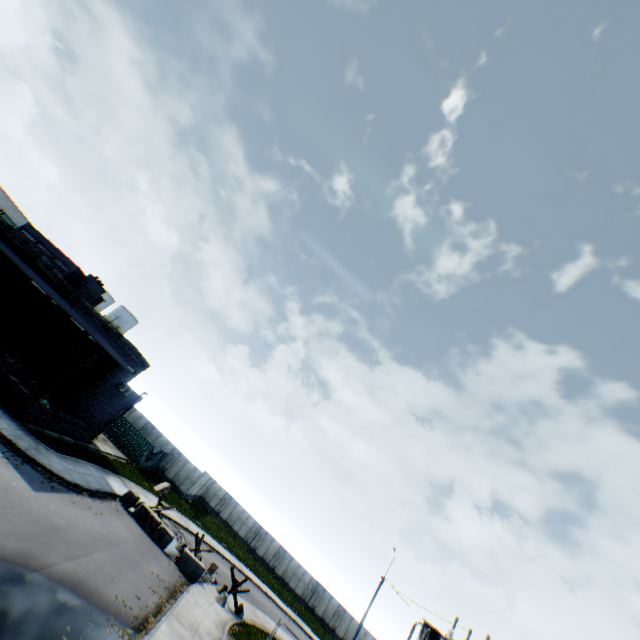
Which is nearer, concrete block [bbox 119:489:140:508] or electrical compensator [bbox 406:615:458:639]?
electrical compensator [bbox 406:615:458:639]

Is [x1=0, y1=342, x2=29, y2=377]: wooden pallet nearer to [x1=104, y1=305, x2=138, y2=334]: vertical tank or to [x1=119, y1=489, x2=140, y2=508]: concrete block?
[x1=119, y1=489, x2=140, y2=508]: concrete block

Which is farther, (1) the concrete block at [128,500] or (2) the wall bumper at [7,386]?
(1) the concrete block at [128,500]

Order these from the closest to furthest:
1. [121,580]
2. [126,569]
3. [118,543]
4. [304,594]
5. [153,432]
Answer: [121,580] → [126,569] → [118,543] → [153,432] → [304,594]

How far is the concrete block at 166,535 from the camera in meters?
20.2

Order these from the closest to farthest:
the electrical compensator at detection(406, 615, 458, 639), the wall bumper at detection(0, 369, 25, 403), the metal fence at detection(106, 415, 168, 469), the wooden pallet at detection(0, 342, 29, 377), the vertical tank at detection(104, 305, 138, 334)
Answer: the electrical compensator at detection(406, 615, 458, 639) → the wall bumper at detection(0, 369, 25, 403) → the wooden pallet at detection(0, 342, 29, 377) → the metal fence at detection(106, 415, 168, 469) → the vertical tank at detection(104, 305, 138, 334)

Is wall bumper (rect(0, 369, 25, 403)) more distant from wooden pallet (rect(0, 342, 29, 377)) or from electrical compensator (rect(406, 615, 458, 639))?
electrical compensator (rect(406, 615, 458, 639))

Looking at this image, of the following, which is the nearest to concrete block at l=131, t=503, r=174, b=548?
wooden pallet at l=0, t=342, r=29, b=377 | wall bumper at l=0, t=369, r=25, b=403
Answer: wall bumper at l=0, t=369, r=25, b=403
